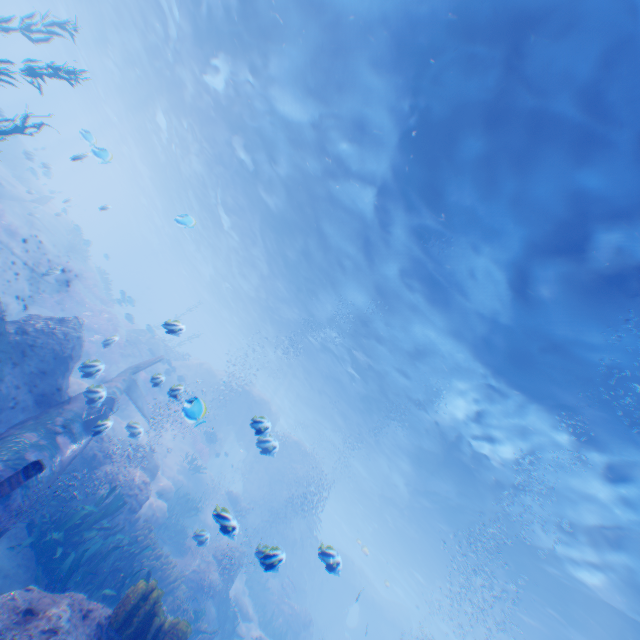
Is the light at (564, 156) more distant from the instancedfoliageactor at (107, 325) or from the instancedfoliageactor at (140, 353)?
the instancedfoliageactor at (107, 325)

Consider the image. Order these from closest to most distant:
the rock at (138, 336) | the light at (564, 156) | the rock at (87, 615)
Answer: the rock at (87, 615) → the light at (564, 156) → the rock at (138, 336)

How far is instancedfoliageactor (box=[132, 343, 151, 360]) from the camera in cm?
2329

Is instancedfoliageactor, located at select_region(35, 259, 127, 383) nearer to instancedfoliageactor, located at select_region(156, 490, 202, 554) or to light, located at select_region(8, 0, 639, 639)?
instancedfoliageactor, located at select_region(156, 490, 202, 554)

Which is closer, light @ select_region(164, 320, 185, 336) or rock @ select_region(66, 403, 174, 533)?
light @ select_region(164, 320, 185, 336)

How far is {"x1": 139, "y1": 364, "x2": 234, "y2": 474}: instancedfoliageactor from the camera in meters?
19.2 m

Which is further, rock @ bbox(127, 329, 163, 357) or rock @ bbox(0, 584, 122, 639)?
rock @ bbox(127, 329, 163, 357)

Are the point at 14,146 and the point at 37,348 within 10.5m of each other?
no
